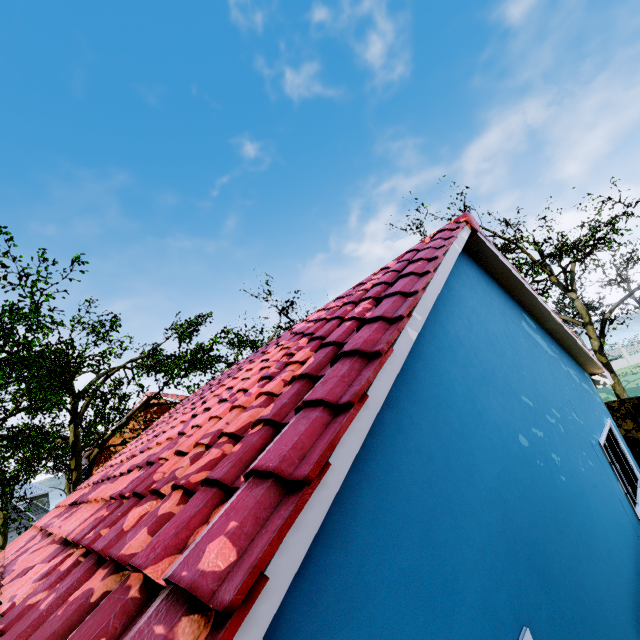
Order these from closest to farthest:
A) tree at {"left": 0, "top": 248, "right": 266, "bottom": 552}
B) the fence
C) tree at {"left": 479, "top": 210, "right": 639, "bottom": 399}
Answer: the fence < tree at {"left": 0, "top": 248, "right": 266, "bottom": 552} < tree at {"left": 479, "top": 210, "right": 639, "bottom": 399}

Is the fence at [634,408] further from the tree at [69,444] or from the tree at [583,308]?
the tree at [583,308]

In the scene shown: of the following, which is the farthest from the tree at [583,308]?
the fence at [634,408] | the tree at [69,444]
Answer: the tree at [69,444]

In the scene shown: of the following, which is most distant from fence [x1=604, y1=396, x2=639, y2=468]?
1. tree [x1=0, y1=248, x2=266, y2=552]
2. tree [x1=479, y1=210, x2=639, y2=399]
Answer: tree [x1=479, y1=210, x2=639, y2=399]

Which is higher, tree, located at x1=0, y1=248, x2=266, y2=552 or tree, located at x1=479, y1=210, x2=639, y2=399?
tree, located at x1=0, y1=248, x2=266, y2=552

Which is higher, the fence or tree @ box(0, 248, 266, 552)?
tree @ box(0, 248, 266, 552)

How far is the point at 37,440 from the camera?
14.4m
